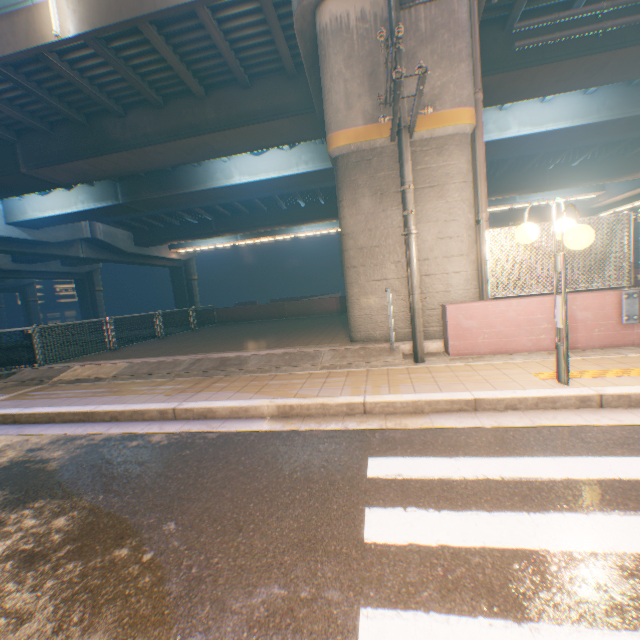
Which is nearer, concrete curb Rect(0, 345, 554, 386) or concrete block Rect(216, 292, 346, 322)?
concrete curb Rect(0, 345, 554, 386)

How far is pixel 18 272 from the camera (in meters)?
36.16

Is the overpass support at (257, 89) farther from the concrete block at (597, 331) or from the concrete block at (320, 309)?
the concrete block at (597, 331)

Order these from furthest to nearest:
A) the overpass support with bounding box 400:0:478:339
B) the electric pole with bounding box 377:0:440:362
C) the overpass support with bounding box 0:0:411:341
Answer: the overpass support with bounding box 0:0:411:341 < the overpass support with bounding box 400:0:478:339 < the electric pole with bounding box 377:0:440:362

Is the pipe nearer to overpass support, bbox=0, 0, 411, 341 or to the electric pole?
overpass support, bbox=0, 0, 411, 341

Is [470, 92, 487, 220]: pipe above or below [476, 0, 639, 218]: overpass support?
below

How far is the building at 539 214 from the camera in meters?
43.5

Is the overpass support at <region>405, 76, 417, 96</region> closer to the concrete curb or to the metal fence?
the metal fence
